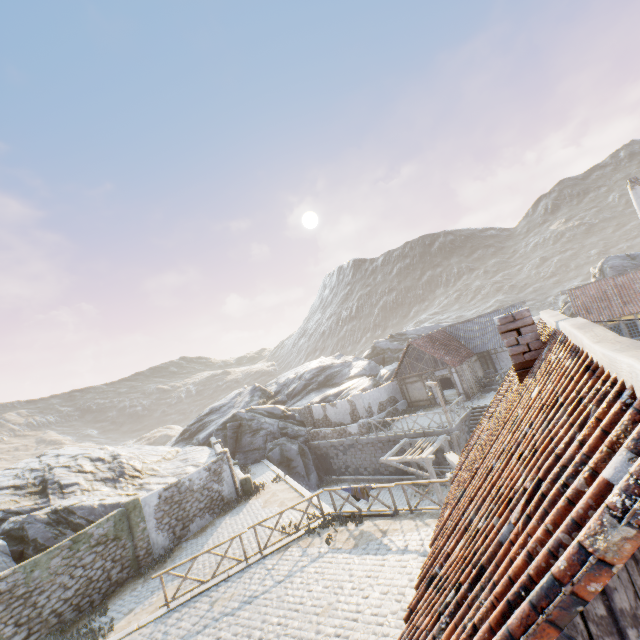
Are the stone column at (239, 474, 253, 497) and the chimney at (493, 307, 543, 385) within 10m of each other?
no

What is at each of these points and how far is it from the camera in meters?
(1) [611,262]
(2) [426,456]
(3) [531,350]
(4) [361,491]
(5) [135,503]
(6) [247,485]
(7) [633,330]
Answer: (1) rock, 30.6 m
(2) awning, 18.0 m
(3) chimney, 5.2 m
(4) fabric, 13.3 m
(5) stone column, 15.6 m
(6) stone column, 20.5 m
(7) building, 23.0 m

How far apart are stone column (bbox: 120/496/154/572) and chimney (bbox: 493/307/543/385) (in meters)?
17.74

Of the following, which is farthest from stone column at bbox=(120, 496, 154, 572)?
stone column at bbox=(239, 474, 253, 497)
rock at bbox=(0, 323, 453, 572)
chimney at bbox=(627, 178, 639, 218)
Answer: chimney at bbox=(627, 178, 639, 218)

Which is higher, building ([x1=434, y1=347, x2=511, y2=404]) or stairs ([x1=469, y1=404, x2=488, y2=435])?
building ([x1=434, y1=347, x2=511, y2=404])

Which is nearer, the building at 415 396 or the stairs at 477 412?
the stairs at 477 412

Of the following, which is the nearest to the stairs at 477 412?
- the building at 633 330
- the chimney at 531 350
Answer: the building at 633 330

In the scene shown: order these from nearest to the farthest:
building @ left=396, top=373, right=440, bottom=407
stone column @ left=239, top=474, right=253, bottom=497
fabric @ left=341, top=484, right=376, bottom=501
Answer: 1. fabric @ left=341, top=484, right=376, bottom=501
2. stone column @ left=239, top=474, right=253, bottom=497
3. building @ left=396, top=373, right=440, bottom=407
